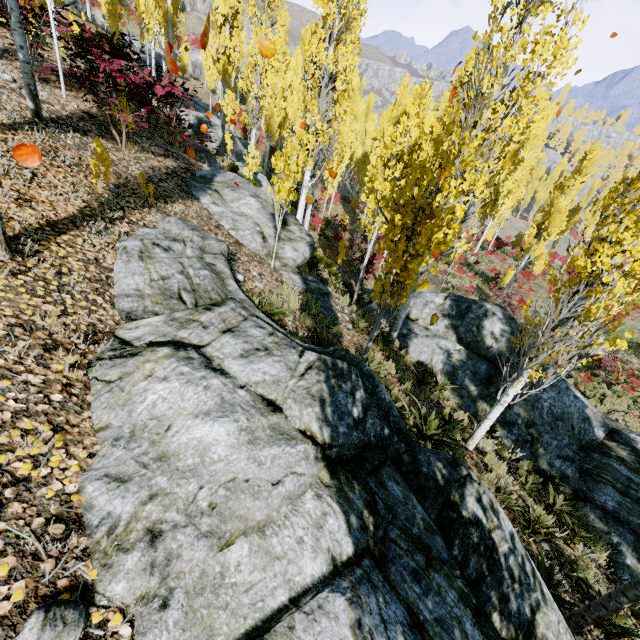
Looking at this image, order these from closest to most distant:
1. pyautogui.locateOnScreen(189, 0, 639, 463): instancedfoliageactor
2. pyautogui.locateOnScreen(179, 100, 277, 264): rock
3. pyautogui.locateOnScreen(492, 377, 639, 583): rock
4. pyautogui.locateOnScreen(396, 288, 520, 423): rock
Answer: pyautogui.locateOnScreen(189, 0, 639, 463): instancedfoliageactor < pyautogui.locateOnScreen(492, 377, 639, 583): rock < pyautogui.locateOnScreen(179, 100, 277, 264): rock < pyautogui.locateOnScreen(396, 288, 520, 423): rock

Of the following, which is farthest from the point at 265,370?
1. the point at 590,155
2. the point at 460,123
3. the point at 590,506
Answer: the point at 590,155

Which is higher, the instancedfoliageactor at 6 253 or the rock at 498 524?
the instancedfoliageactor at 6 253

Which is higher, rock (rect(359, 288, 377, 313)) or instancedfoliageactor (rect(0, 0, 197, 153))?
instancedfoliageactor (rect(0, 0, 197, 153))

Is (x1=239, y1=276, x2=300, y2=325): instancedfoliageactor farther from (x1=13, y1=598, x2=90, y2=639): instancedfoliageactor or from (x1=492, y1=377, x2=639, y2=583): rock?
(x1=13, y1=598, x2=90, y2=639): instancedfoliageactor

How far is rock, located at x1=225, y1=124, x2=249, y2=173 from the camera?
19.7m

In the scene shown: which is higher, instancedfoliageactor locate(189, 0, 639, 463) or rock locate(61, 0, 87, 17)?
rock locate(61, 0, 87, 17)

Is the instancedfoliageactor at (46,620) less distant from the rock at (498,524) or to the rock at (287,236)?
the rock at (498,524)
